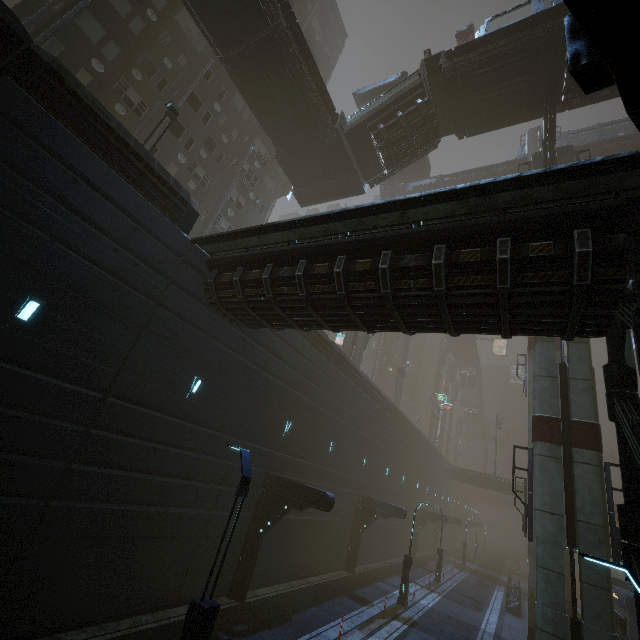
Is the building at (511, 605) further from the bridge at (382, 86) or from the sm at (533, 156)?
the bridge at (382, 86)

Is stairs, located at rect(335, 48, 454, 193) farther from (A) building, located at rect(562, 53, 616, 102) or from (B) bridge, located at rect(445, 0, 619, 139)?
(A) building, located at rect(562, 53, 616, 102)

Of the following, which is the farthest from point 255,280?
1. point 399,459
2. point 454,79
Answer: point 399,459

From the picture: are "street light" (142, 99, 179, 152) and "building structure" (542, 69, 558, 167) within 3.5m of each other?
no

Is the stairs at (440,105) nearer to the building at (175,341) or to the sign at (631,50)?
the building at (175,341)

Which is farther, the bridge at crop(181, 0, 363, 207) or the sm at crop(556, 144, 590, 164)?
the sm at crop(556, 144, 590, 164)

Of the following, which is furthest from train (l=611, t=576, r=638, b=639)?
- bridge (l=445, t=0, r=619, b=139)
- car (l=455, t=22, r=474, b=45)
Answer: car (l=455, t=22, r=474, b=45)

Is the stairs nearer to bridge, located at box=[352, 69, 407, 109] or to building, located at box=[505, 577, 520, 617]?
building, located at box=[505, 577, 520, 617]
